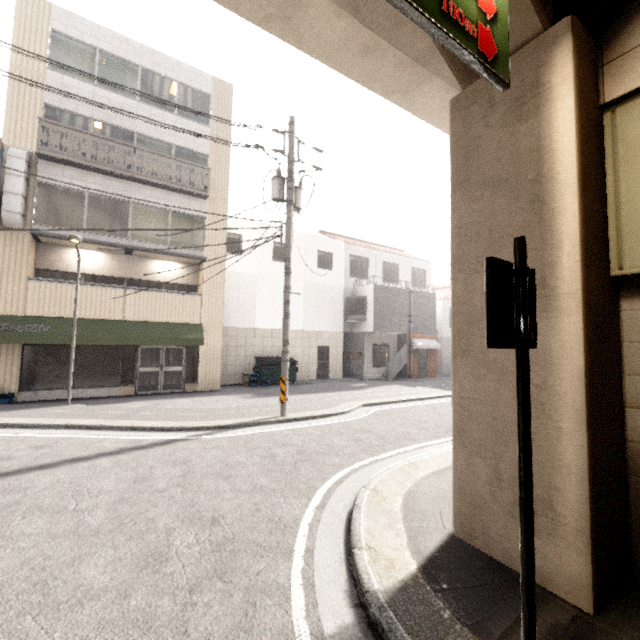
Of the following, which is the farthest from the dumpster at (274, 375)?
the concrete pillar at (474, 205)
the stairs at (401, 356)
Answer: the concrete pillar at (474, 205)

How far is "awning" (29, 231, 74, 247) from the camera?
11.48m

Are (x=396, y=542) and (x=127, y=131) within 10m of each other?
no

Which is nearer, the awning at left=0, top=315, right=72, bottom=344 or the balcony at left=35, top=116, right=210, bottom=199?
the awning at left=0, top=315, right=72, bottom=344

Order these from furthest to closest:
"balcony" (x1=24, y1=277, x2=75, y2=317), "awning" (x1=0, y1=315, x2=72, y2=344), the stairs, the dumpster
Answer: the stairs < the dumpster < "balcony" (x1=24, y1=277, x2=75, y2=317) < "awning" (x1=0, y1=315, x2=72, y2=344)

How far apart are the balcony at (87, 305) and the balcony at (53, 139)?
4.37m

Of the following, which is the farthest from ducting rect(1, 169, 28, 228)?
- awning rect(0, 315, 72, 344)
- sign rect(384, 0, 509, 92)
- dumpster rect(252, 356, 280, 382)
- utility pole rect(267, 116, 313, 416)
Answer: sign rect(384, 0, 509, 92)

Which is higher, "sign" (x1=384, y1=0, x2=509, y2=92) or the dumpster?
"sign" (x1=384, y1=0, x2=509, y2=92)
